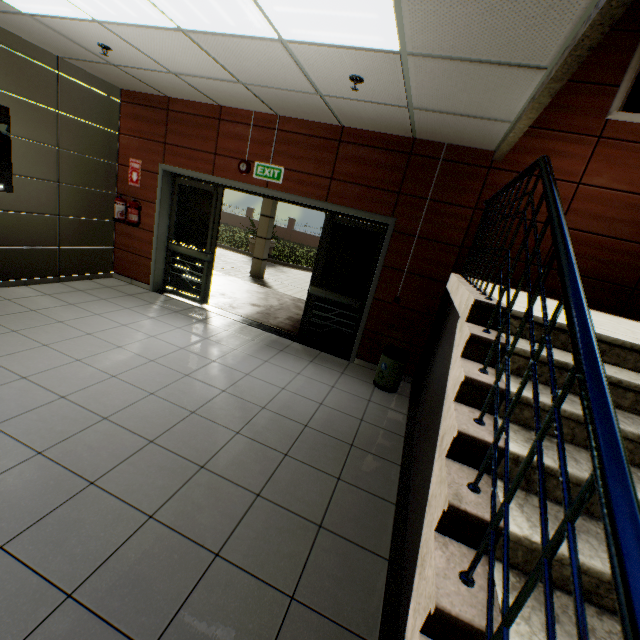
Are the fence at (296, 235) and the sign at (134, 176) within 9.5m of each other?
no

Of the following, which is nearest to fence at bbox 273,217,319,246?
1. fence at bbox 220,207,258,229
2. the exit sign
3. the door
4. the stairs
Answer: fence at bbox 220,207,258,229

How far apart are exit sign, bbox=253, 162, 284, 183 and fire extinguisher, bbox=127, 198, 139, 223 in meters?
2.3

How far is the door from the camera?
4.9 meters

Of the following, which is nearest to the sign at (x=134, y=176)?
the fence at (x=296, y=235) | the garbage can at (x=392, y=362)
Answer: the garbage can at (x=392, y=362)

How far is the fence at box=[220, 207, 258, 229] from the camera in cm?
3106

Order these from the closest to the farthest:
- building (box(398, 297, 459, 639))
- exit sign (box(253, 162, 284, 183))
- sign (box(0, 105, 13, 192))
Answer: building (box(398, 297, 459, 639))
sign (box(0, 105, 13, 192))
exit sign (box(253, 162, 284, 183))

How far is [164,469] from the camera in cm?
240
